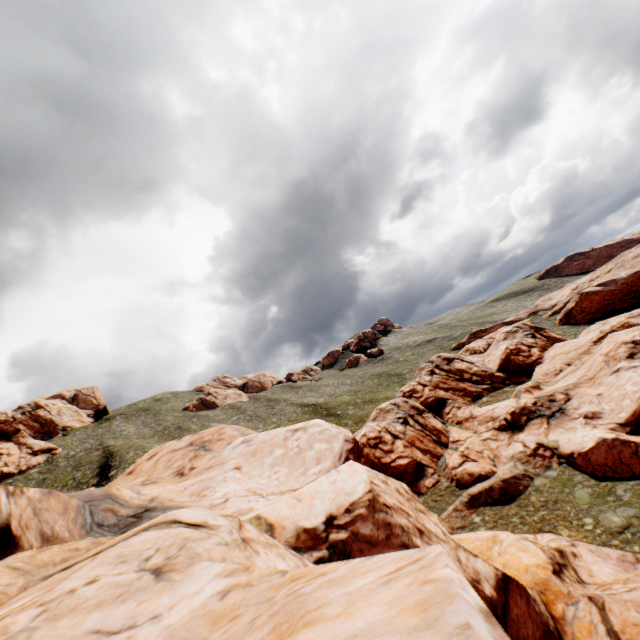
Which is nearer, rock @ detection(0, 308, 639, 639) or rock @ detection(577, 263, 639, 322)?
rock @ detection(0, 308, 639, 639)

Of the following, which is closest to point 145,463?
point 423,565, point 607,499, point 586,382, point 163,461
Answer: point 163,461

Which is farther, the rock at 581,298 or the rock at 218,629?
the rock at 581,298
